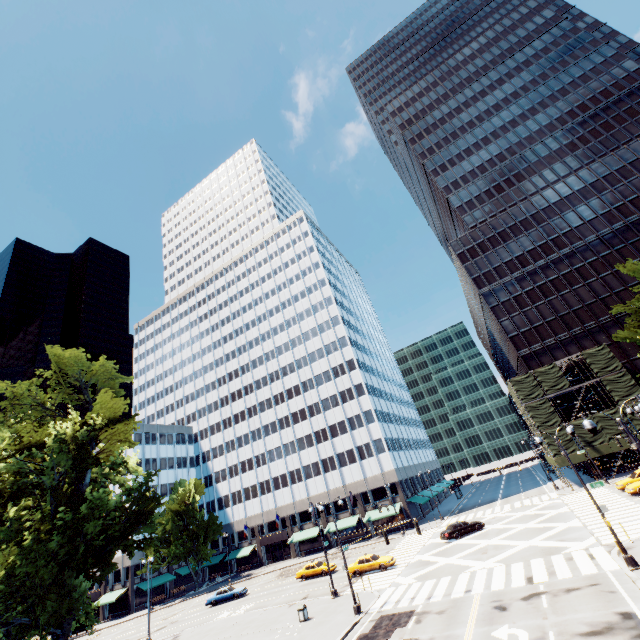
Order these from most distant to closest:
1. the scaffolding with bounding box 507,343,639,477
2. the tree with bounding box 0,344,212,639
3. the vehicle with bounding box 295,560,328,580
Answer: the scaffolding with bounding box 507,343,639,477
the vehicle with bounding box 295,560,328,580
the tree with bounding box 0,344,212,639

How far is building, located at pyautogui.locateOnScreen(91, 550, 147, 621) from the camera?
56.2m

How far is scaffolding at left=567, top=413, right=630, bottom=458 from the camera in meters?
41.5

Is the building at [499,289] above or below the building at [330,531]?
above

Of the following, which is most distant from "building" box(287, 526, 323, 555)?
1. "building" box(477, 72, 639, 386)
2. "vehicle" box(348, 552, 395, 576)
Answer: "building" box(477, 72, 639, 386)

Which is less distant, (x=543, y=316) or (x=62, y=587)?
(x=62, y=587)

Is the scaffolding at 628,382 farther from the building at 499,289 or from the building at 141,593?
the building at 141,593

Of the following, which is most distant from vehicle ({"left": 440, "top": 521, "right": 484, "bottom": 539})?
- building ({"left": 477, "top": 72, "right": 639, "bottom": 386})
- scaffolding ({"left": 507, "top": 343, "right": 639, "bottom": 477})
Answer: building ({"left": 477, "top": 72, "right": 639, "bottom": 386})
